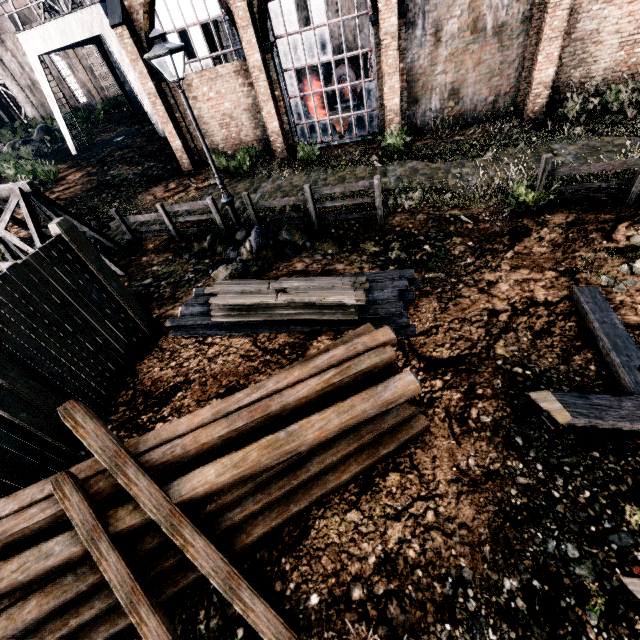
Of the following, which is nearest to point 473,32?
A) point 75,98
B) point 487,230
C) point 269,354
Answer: point 487,230

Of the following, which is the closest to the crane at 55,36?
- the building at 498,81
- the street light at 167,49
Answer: the building at 498,81

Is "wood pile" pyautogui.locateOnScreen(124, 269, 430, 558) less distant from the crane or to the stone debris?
the stone debris

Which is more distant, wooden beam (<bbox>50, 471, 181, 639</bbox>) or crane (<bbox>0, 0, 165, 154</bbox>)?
crane (<bbox>0, 0, 165, 154</bbox>)

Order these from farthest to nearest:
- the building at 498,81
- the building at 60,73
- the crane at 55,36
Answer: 1. the building at 60,73
2. the crane at 55,36
3. the building at 498,81

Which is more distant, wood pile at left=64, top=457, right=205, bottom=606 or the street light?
the street light

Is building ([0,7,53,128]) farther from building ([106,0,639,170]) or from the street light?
the street light

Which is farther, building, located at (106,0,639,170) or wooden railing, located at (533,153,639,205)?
building, located at (106,0,639,170)
